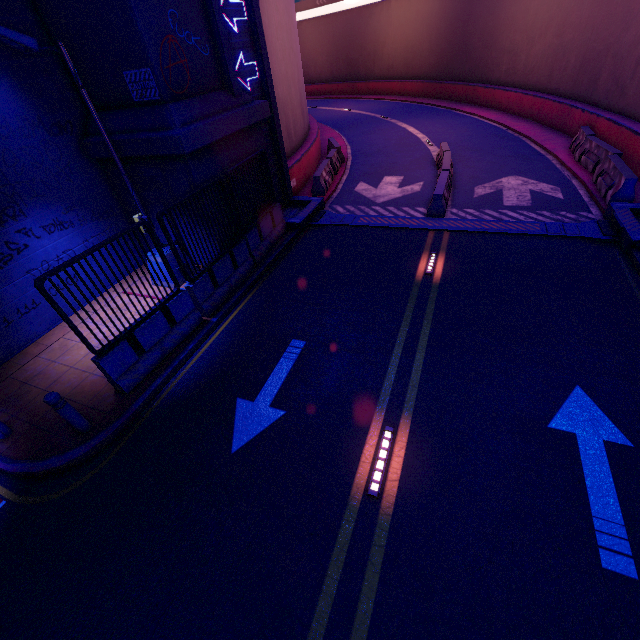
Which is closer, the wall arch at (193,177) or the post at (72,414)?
the post at (72,414)

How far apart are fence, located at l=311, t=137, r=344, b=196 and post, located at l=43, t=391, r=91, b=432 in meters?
11.9 m

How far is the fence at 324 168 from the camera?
14.2 meters

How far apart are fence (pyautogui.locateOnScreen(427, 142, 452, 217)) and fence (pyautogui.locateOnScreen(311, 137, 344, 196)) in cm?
459

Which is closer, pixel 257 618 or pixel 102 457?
pixel 257 618

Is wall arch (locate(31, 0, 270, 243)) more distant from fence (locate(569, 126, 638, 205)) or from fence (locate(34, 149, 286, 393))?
fence (locate(569, 126, 638, 205))

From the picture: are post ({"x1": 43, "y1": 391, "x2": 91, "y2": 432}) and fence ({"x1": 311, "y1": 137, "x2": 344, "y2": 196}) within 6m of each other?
no

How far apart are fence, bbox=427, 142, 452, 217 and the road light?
8.8 meters
